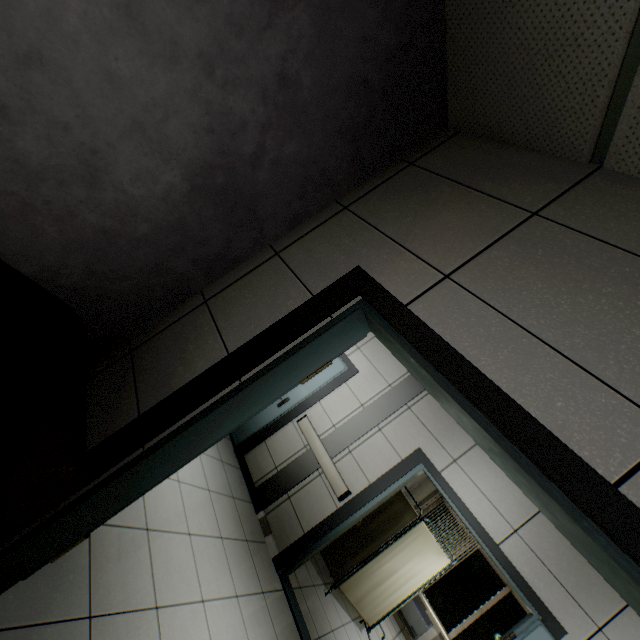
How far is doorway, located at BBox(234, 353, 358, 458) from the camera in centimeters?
471cm

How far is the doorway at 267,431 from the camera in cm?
471

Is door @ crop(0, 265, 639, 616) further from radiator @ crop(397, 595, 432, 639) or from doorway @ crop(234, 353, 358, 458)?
radiator @ crop(397, 595, 432, 639)

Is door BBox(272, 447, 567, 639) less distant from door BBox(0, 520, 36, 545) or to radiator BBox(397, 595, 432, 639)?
door BBox(0, 520, 36, 545)

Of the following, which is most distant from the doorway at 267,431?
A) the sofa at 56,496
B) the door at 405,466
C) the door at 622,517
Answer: the sofa at 56,496

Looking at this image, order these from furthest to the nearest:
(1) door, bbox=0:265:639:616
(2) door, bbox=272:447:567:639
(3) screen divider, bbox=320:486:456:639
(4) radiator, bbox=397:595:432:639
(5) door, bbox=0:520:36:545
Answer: (4) radiator, bbox=397:595:432:639, (3) screen divider, bbox=320:486:456:639, (2) door, bbox=272:447:567:639, (5) door, bbox=0:520:36:545, (1) door, bbox=0:265:639:616

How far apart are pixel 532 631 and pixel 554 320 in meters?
3.3

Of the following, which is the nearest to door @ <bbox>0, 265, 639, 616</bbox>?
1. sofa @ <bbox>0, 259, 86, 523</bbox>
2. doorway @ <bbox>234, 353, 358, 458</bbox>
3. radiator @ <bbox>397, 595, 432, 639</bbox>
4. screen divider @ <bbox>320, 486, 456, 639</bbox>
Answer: sofa @ <bbox>0, 259, 86, 523</bbox>
